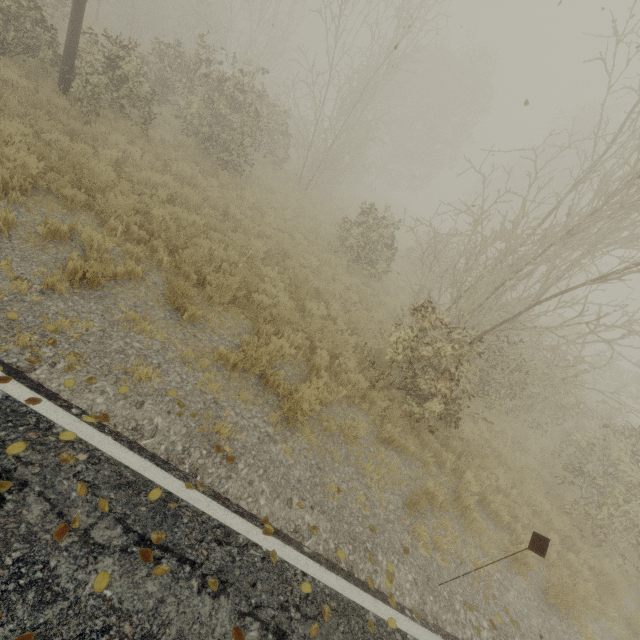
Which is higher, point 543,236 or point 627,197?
point 627,197

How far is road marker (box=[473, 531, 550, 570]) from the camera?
4.0m

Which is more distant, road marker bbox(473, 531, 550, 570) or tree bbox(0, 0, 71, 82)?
tree bbox(0, 0, 71, 82)

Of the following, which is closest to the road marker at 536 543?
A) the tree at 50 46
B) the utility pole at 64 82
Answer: the utility pole at 64 82

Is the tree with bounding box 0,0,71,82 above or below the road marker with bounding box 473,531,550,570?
below

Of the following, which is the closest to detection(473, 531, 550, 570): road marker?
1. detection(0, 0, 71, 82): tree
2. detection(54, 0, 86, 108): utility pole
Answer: detection(54, 0, 86, 108): utility pole

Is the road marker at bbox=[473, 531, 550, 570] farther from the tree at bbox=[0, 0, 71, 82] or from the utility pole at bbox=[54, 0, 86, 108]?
the tree at bbox=[0, 0, 71, 82]
